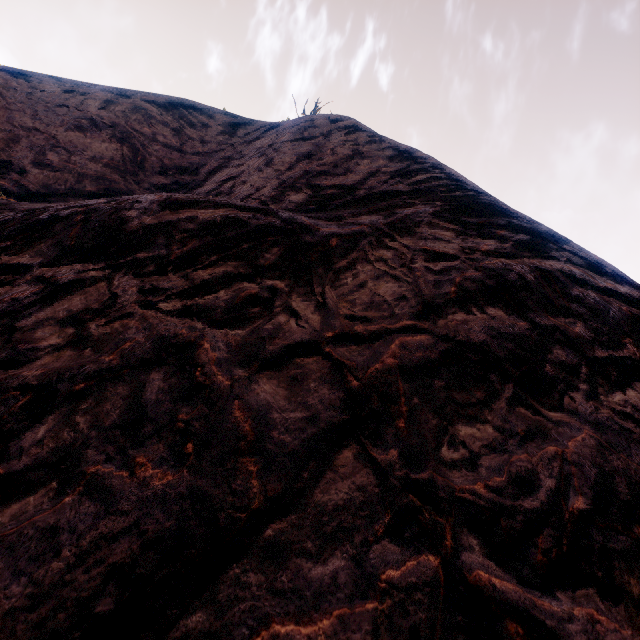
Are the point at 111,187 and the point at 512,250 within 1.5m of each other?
no
